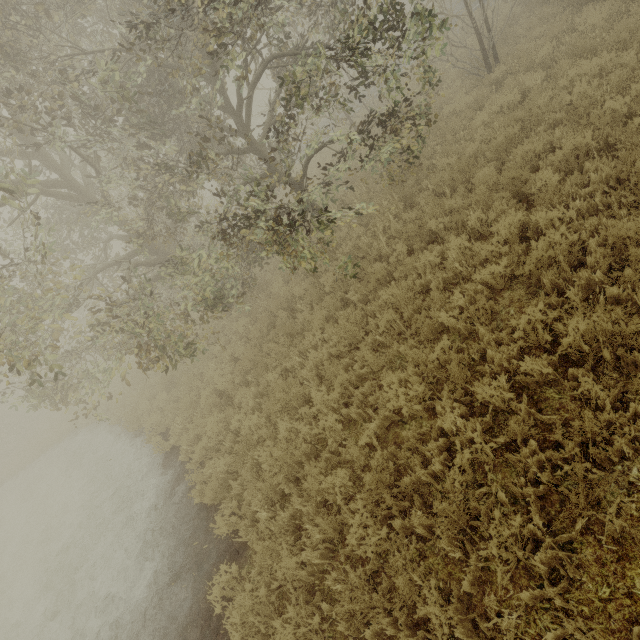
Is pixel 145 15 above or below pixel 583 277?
above

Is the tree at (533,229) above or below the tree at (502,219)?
below

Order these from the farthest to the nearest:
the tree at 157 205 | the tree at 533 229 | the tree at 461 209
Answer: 1. the tree at 461 209
2. the tree at 157 205
3. the tree at 533 229

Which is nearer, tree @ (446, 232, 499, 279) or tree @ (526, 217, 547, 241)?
tree @ (526, 217, 547, 241)

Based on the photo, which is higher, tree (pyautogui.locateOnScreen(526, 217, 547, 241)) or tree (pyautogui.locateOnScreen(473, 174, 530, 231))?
tree (pyautogui.locateOnScreen(473, 174, 530, 231))

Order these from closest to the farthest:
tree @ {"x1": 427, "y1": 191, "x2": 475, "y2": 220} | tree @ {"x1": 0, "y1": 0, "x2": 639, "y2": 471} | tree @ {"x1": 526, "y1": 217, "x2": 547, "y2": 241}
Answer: tree @ {"x1": 526, "y1": 217, "x2": 547, "y2": 241} < tree @ {"x1": 0, "y1": 0, "x2": 639, "y2": 471} < tree @ {"x1": 427, "y1": 191, "x2": 475, "y2": 220}
